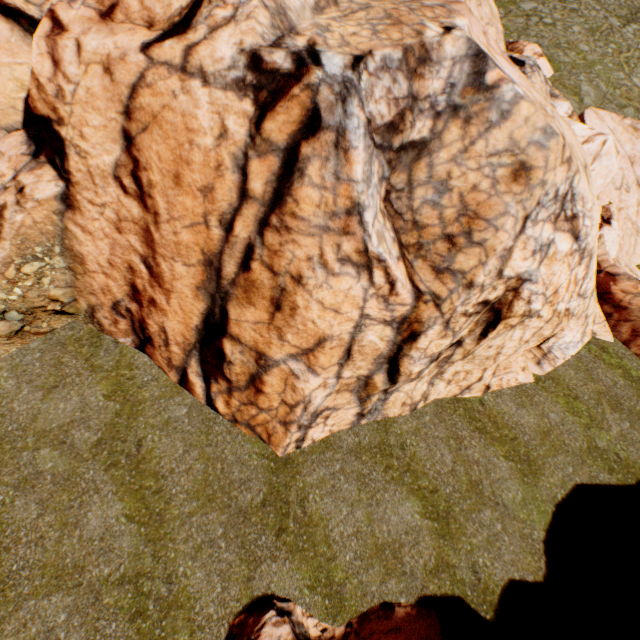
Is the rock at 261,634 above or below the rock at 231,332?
below

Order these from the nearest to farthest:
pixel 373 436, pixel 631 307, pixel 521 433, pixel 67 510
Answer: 1. pixel 67 510
2. pixel 373 436
3. pixel 521 433
4. pixel 631 307

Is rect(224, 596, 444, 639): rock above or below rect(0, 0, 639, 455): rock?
below
